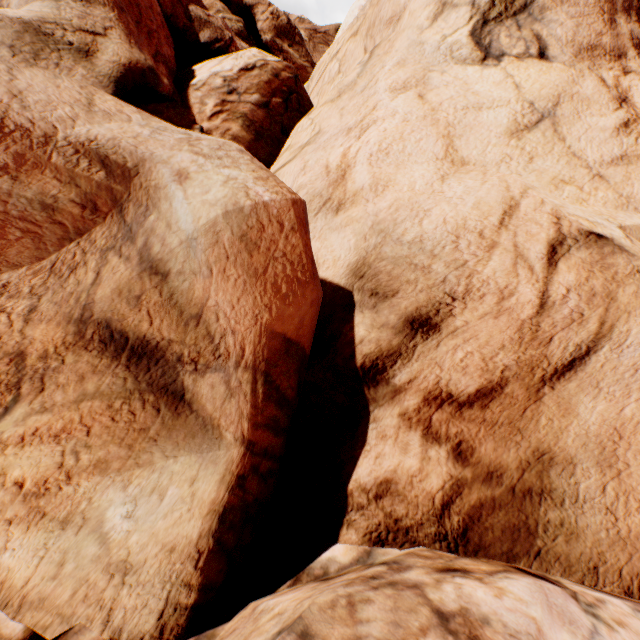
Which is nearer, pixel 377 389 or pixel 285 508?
pixel 377 389
